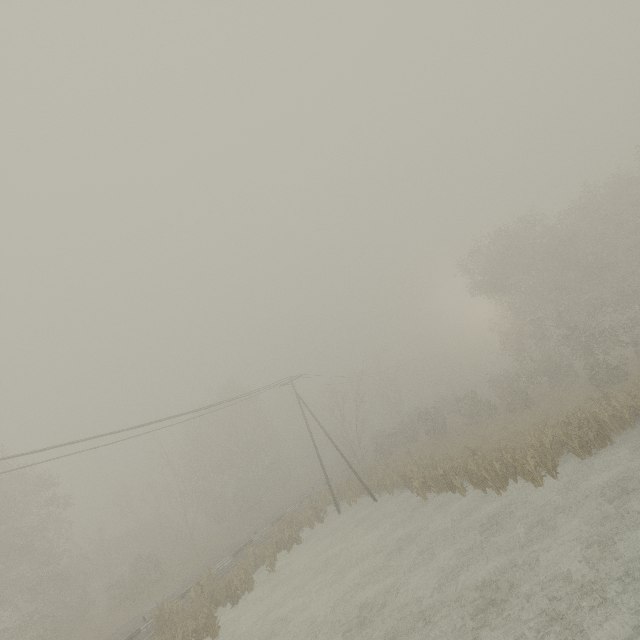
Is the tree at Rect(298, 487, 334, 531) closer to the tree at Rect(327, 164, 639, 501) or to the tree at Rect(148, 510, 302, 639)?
the tree at Rect(327, 164, 639, 501)

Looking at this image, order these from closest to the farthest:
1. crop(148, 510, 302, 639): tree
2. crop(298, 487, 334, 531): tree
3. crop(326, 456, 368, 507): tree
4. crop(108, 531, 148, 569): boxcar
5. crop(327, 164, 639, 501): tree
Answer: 1. crop(148, 510, 302, 639): tree
2. crop(327, 164, 639, 501): tree
3. crop(298, 487, 334, 531): tree
4. crop(326, 456, 368, 507): tree
5. crop(108, 531, 148, 569): boxcar

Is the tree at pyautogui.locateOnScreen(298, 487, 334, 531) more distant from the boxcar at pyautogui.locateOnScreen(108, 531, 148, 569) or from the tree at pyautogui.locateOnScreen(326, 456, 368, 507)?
the boxcar at pyautogui.locateOnScreen(108, 531, 148, 569)

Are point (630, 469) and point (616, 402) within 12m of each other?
yes

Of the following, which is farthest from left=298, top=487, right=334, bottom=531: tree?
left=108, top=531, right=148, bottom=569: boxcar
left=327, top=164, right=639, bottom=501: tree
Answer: left=108, top=531, right=148, bottom=569: boxcar

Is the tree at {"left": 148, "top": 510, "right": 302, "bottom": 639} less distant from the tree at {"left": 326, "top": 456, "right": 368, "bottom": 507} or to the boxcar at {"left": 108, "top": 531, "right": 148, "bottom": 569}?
the tree at {"left": 326, "top": 456, "right": 368, "bottom": 507}

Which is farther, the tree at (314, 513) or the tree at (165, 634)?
the tree at (314, 513)

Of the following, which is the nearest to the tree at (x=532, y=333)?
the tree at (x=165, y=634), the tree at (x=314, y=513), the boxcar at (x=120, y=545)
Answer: the tree at (x=314, y=513)
